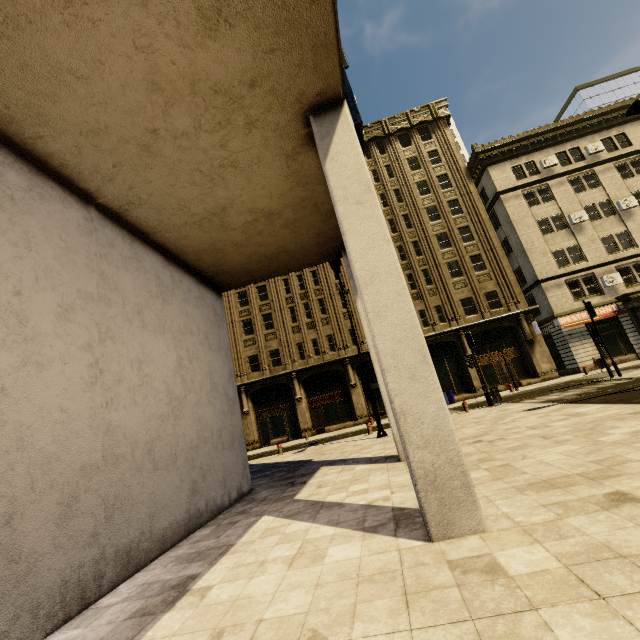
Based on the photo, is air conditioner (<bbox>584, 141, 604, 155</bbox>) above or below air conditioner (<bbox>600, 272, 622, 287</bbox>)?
above

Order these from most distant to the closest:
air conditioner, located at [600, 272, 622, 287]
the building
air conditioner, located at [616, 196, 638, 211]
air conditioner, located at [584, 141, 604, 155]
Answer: air conditioner, located at [584, 141, 604, 155], air conditioner, located at [616, 196, 638, 211], air conditioner, located at [600, 272, 622, 287], the building

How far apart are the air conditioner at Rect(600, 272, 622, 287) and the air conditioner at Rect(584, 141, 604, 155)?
11.40m

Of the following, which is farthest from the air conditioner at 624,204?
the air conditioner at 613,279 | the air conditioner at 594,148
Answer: the air conditioner at 613,279

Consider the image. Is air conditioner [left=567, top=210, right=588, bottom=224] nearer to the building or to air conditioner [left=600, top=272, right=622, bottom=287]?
the building

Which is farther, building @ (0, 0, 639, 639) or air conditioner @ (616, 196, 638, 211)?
air conditioner @ (616, 196, 638, 211)

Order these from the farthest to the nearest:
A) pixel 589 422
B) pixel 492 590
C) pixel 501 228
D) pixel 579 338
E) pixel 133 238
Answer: pixel 501 228 < pixel 579 338 < pixel 589 422 < pixel 133 238 < pixel 492 590

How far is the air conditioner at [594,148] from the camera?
28.7m
